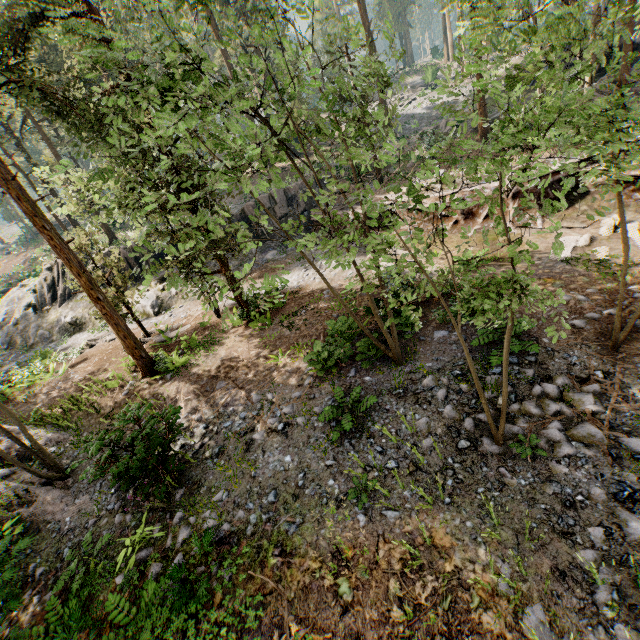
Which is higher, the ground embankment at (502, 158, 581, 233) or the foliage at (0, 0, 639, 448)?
the foliage at (0, 0, 639, 448)

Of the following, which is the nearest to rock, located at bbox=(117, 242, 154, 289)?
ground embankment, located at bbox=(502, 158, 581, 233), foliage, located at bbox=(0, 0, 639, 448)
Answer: ground embankment, located at bbox=(502, 158, 581, 233)

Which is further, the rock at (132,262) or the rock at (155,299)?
the rock at (132,262)

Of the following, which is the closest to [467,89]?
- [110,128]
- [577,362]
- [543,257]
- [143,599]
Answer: [543,257]

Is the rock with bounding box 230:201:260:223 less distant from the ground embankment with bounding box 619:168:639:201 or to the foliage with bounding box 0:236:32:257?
the ground embankment with bounding box 619:168:639:201

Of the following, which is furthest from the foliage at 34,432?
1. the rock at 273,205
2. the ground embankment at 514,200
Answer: the rock at 273,205
